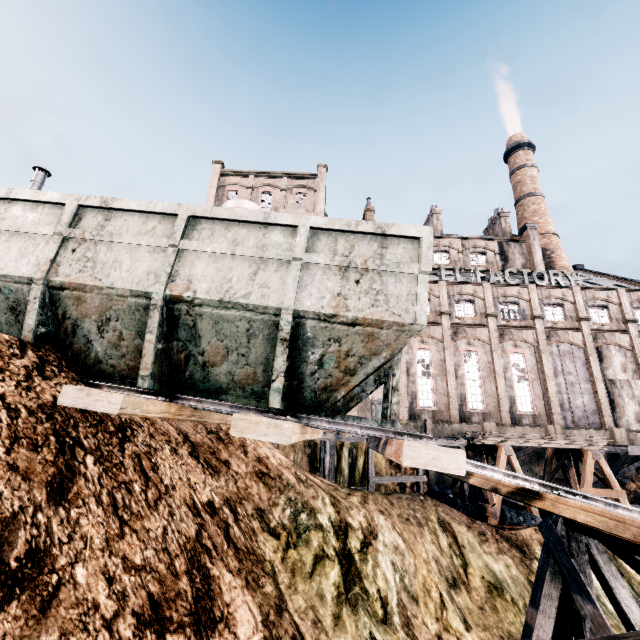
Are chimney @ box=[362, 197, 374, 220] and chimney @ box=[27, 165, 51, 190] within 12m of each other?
no

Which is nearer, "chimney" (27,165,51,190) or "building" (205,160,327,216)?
"chimney" (27,165,51,190)

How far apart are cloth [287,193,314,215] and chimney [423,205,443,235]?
16.2 meters

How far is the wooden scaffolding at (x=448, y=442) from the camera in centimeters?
2005cm

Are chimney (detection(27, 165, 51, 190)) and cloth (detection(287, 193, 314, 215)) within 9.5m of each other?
no

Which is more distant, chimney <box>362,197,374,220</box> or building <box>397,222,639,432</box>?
chimney <box>362,197,374,220</box>

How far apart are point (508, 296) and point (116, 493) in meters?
36.4

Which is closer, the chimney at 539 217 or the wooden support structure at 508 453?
the wooden support structure at 508 453
